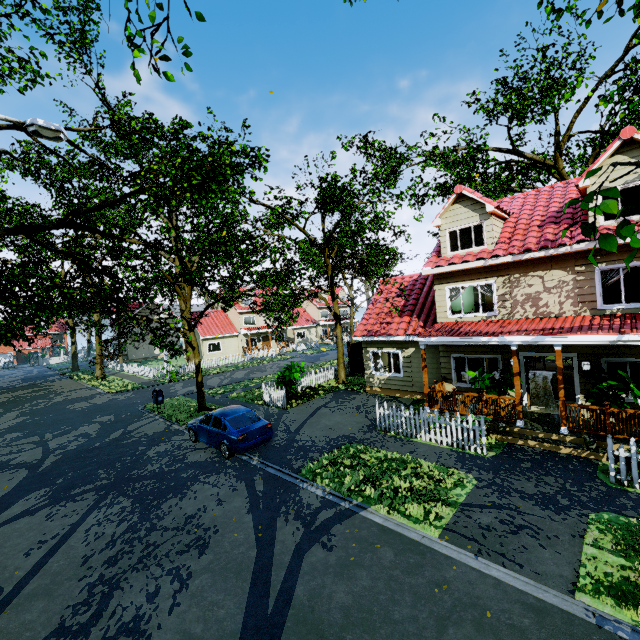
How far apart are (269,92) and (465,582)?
14.8 meters

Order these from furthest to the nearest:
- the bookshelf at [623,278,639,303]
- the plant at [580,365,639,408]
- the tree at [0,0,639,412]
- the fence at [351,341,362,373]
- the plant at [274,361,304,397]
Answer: the fence at [351,341,362,373] → the plant at [274,361,304,397] → the bookshelf at [623,278,639,303] → the plant at [580,365,639,408] → the tree at [0,0,639,412]

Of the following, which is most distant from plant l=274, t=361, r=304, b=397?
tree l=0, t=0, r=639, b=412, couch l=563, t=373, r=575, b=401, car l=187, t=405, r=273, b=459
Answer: couch l=563, t=373, r=575, b=401

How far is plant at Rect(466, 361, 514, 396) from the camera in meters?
11.4

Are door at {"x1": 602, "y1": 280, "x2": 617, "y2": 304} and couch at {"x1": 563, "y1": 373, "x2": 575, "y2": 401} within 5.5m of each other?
yes

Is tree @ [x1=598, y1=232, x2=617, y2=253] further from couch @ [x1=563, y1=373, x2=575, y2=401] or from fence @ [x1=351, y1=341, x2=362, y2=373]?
couch @ [x1=563, y1=373, x2=575, y2=401]

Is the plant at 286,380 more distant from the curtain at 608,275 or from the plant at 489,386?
the curtain at 608,275

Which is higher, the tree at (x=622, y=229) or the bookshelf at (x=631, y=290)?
the tree at (x=622, y=229)
